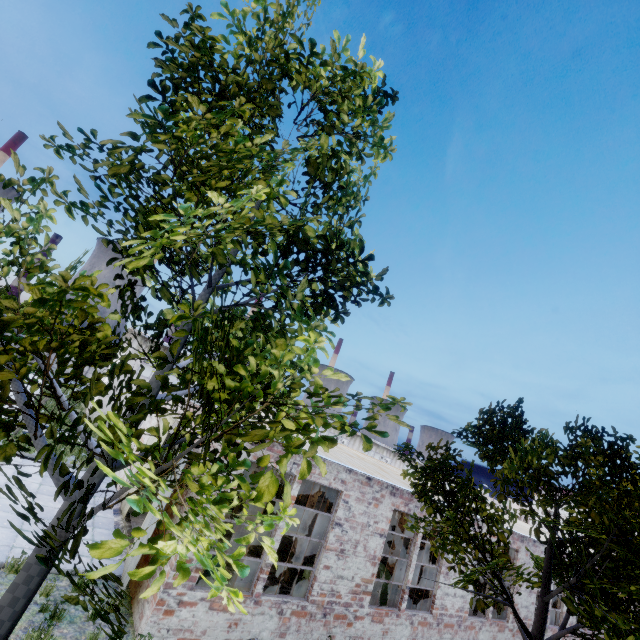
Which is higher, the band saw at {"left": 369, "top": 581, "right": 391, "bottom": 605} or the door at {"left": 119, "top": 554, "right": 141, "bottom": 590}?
the band saw at {"left": 369, "top": 581, "right": 391, "bottom": 605}

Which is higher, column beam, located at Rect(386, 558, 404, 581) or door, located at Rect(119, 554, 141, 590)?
column beam, located at Rect(386, 558, 404, 581)

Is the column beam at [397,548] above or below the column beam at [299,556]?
above

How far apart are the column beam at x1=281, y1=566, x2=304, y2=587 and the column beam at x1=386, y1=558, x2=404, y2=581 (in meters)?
5.32

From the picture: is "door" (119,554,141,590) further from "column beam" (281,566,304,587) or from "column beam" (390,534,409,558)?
"column beam" (390,534,409,558)

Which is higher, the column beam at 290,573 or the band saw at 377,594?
the band saw at 377,594

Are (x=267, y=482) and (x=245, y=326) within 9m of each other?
yes

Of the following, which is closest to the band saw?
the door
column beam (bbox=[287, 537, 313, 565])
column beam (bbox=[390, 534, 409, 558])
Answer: column beam (bbox=[287, 537, 313, 565])
